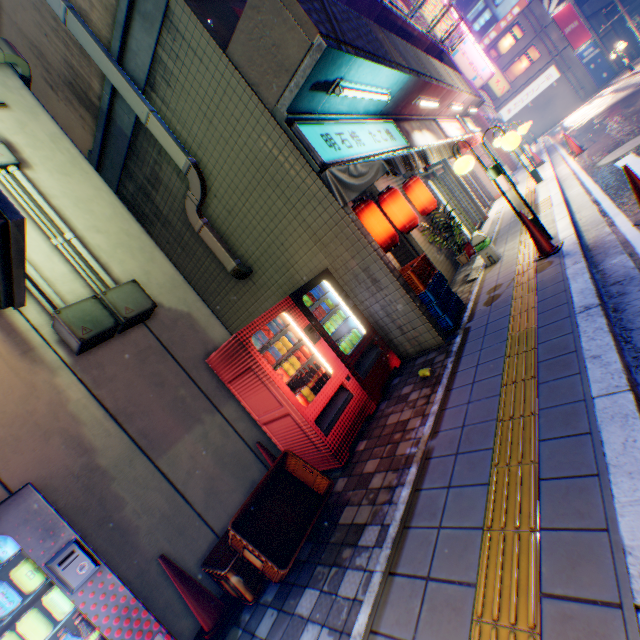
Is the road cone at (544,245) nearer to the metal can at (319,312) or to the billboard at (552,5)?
the metal can at (319,312)

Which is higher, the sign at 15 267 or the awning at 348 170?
the sign at 15 267

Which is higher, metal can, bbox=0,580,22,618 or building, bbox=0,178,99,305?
building, bbox=0,178,99,305

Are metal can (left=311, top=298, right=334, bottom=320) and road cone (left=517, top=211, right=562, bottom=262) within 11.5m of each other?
yes

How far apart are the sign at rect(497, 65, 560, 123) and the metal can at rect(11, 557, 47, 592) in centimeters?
5114cm

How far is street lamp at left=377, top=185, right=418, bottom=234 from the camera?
6.3 meters

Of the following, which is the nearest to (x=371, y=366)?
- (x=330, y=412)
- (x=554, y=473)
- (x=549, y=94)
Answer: (x=330, y=412)

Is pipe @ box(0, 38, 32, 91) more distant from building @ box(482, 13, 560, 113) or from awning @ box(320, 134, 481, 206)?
building @ box(482, 13, 560, 113)
